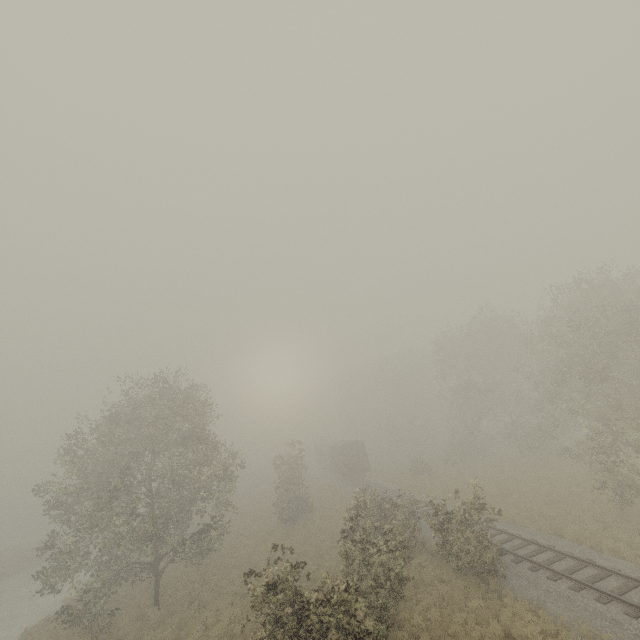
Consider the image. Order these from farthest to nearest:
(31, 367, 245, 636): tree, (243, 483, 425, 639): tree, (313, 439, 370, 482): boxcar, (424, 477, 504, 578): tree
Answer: (313, 439, 370, 482): boxcar < (31, 367, 245, 636): tree < (424, 477, 504, 578): tree < (243, 483, 425, 639): tree

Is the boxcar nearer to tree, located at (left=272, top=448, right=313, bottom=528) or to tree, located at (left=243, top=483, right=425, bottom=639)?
tree, located at (left=272, top=448, right=313, bottom=528)

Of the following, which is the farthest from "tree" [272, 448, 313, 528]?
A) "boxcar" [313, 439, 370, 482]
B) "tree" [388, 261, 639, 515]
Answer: "boxcar" [313, 439, 370, 482]

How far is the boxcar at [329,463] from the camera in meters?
40.7

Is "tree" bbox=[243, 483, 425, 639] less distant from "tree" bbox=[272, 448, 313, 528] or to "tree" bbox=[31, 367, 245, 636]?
"tree" bbox=[272, 448, 313, 528]

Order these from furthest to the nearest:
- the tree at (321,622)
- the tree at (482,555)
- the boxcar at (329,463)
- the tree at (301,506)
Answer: the boxcar at (329,463), the tree at (301,506), the tree at (482,555), the tree at (321,622)

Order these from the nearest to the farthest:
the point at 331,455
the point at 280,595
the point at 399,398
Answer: the point at 280,595, the point at 331,455, the point at 399,398

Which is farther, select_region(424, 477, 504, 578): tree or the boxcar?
the boxcar
